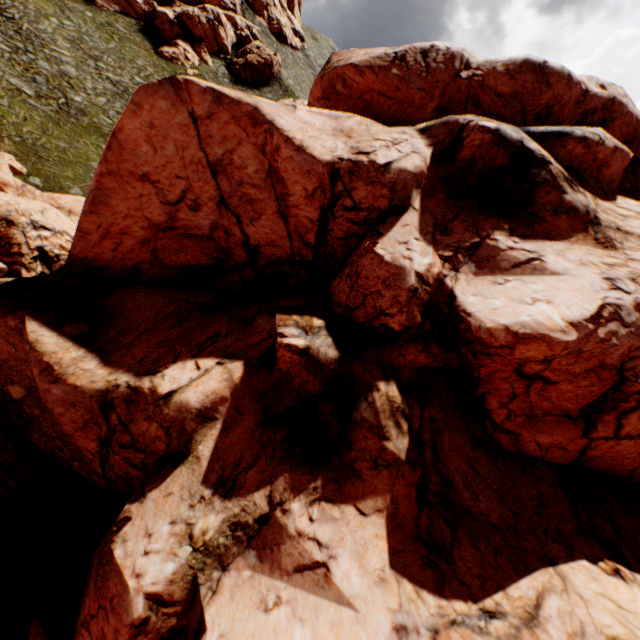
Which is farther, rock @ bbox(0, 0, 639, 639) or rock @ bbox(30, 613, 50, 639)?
rock @ bbox(30, 613, 50, 639)

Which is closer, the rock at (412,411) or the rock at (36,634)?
the rock at (412,411)

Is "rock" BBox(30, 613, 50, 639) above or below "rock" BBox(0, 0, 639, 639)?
below

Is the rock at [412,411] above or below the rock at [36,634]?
above

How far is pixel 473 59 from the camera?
22.45m
